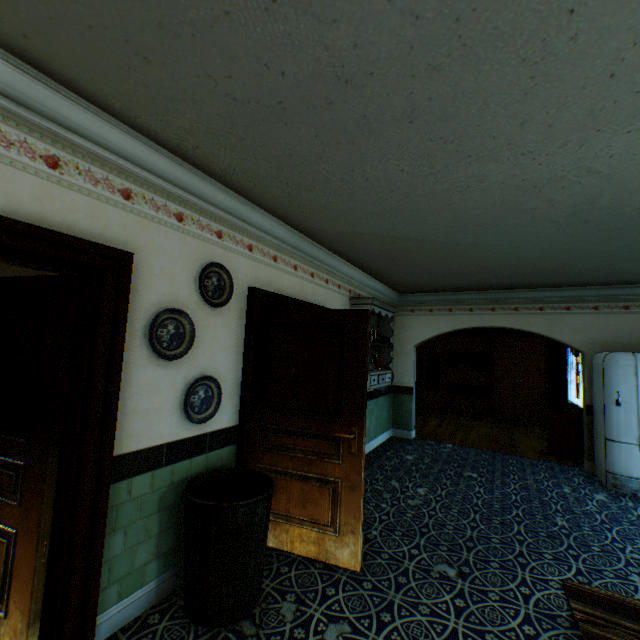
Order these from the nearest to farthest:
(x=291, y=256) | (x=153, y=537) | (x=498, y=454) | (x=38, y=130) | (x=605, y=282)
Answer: (x=38, y=130) < (x=153, y=537) < (x=291, y=256) < (x=605, y=282) < (x=498, y=454)

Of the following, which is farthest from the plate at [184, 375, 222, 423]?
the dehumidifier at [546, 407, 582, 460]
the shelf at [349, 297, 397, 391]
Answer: the dehumidifier at [546, 407, 582, 460]

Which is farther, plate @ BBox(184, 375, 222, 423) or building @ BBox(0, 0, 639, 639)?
plate @ BBox(184, 375, 222, 423)

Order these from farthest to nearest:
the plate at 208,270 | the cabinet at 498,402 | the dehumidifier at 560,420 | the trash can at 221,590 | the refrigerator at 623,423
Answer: the cabinet at 498,402
the dehumidifier at 560,420
the refrigerator at 623,423
the plate at 208,270
the trash can at 221,590

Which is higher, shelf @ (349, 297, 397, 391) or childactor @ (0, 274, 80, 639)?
shelf @ (349, 297, 397, 391)

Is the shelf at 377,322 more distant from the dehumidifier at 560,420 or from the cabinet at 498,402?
the cabinet at 498,402

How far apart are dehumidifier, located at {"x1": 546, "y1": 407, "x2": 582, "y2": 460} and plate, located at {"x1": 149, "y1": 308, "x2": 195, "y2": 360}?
7.00m

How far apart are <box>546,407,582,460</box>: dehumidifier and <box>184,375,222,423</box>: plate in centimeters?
665cm
